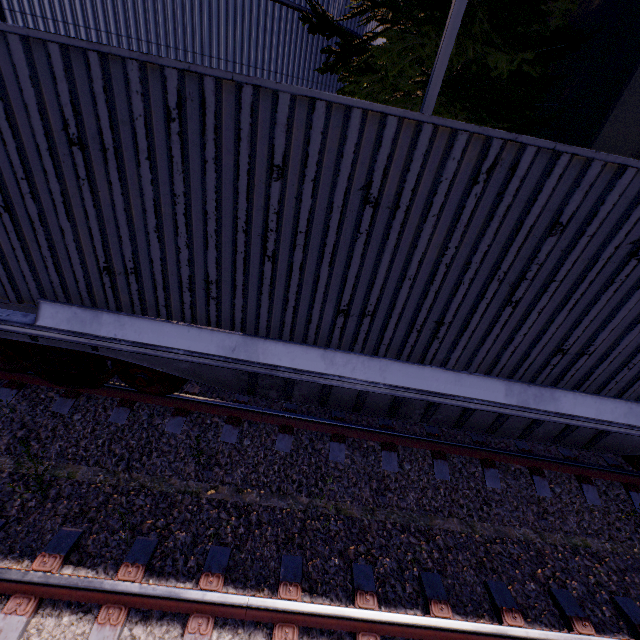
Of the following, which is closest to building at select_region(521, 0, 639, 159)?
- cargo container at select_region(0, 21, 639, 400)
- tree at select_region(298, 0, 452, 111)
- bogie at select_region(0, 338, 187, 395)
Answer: tree at select_region(298, 0, 452, 111)

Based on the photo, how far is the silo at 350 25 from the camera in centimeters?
901cm

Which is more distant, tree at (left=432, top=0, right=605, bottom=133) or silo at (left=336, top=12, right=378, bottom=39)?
silo at (left=336, top=12, right=378, bottom=39)

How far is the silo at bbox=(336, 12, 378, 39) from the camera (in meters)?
9.01

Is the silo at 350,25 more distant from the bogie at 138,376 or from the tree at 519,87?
the bogie at 138,376

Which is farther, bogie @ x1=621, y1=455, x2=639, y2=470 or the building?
the building

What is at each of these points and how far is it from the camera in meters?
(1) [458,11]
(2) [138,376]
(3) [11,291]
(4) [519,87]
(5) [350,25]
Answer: (1) light, 4.8
(2) bogie, 4.1
(3) cargo container, 3.5
(4) tree, 8.2
(5) silo, 9.2

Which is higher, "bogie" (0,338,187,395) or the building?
the building
